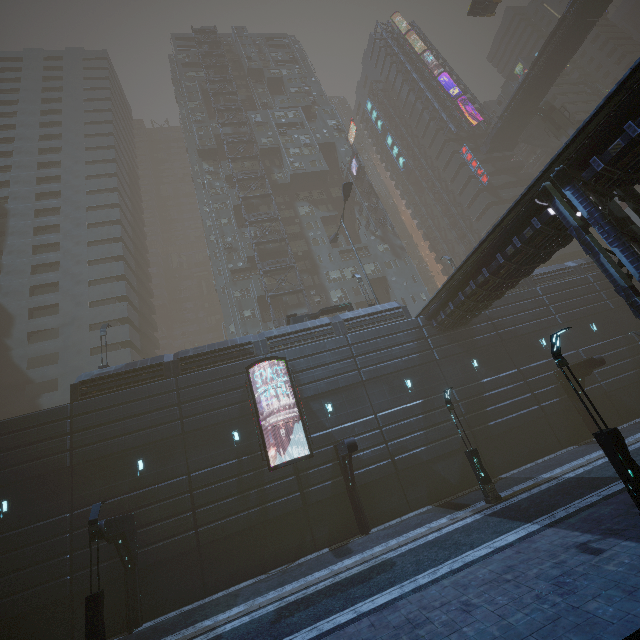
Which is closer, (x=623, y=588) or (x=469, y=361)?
(x=623, y=588)

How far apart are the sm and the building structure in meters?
43.0

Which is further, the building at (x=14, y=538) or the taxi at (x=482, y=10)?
the taxi at (x=482, y=10)

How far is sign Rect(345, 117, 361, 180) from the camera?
45.50m

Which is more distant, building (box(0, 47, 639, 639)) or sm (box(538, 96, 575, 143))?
sm (box(538, 96, 575, 143))

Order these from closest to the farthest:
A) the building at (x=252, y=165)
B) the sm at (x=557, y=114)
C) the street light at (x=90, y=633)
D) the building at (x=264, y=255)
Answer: the street light at (x=90, y=633) < the building at (x=264, y=255) < the sm at (x=557, y=114) < the building at (x=252, y=165)

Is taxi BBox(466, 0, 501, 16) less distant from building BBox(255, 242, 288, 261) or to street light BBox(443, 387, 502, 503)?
building BBox(255, 242, 288, 261)

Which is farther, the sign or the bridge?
the sign
